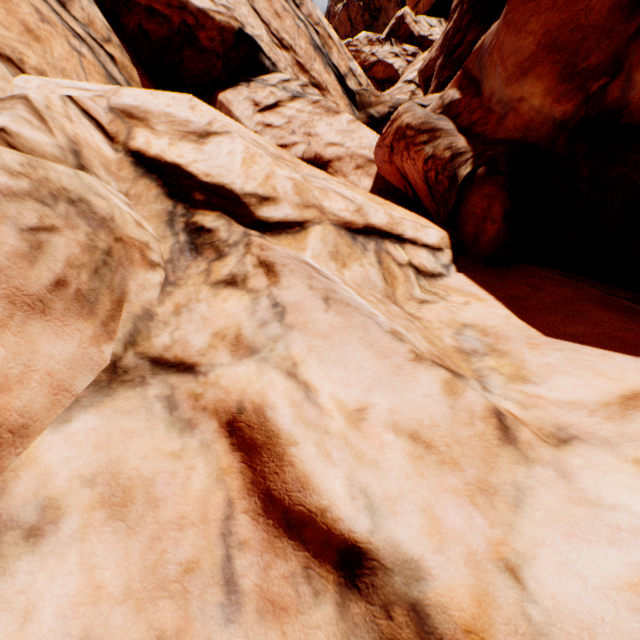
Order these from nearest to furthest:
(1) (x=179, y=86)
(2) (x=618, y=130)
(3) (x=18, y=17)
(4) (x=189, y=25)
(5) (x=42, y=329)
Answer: (5) (x=42, y=329) → (2) (x=618, y=130) → (3) (x=18, y=17) → (4) (x=189, y=25) → (1) (x=179, y=86)
